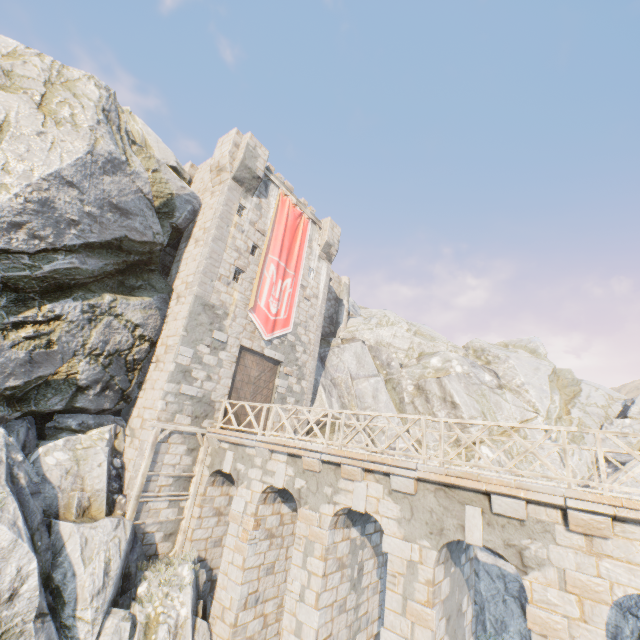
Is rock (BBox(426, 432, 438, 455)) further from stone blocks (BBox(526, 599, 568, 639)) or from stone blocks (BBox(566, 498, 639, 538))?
stone blocks (BBox(526, 599, 568, 639))

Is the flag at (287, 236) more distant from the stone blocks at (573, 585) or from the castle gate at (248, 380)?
the stone blocks at (573, 585)

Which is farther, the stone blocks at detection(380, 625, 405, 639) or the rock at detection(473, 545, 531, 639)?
the rock at detection(473, 545, 531, 639)

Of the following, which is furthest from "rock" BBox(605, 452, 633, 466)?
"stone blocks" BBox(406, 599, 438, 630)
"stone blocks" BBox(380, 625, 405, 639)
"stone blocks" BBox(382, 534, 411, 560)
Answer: "stone blocks" BBox(382, 534, 411, 560)

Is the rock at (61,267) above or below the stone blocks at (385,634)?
below

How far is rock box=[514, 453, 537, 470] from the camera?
20.9m

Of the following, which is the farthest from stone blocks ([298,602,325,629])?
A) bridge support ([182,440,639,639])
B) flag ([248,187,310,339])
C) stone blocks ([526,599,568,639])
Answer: flag ([248,187,310,339])

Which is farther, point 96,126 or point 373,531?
point 96,126
